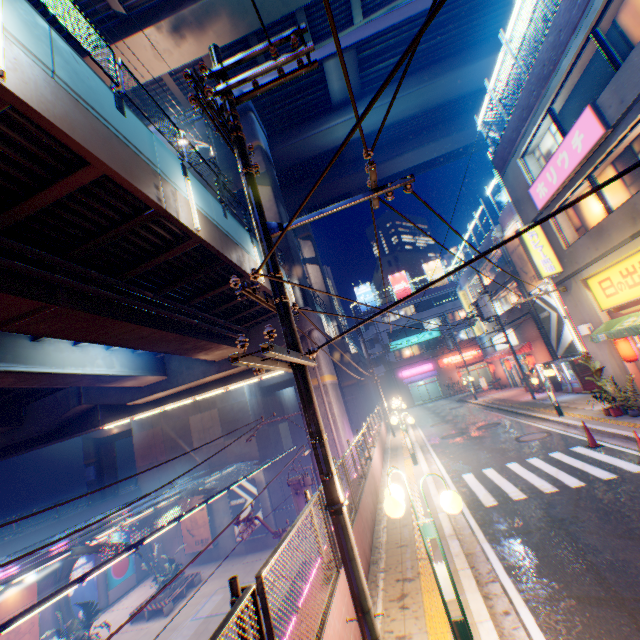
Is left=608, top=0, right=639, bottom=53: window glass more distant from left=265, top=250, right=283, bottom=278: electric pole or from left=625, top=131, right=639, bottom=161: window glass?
left=265, top=250, right=283, bottom=278: electric pole

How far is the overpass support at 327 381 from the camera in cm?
1791

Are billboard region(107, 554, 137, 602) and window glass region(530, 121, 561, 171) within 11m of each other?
no

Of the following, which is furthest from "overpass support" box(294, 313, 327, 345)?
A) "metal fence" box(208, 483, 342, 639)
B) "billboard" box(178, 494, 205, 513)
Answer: "billboard" box(178, 494, 205, 513)

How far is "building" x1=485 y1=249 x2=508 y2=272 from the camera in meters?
25.2

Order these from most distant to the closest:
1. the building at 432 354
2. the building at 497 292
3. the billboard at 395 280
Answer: the billboard at 395 280 → the building at 432 354 → the building at 497 292

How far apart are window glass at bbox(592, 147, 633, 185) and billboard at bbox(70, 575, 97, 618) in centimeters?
3504cm

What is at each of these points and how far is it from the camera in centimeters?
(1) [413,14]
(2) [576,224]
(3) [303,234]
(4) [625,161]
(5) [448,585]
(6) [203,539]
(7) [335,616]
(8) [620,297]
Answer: (1) overpass support, 2114cm
(2) window glass, 1293cm
(3) overpass support, 3584cm
(4) window glass, 997cm
(5) street lamp, 419cm
(6) billboard, 2675cm
(7) concrete block, 430cm
(8) sign, 1129cm
